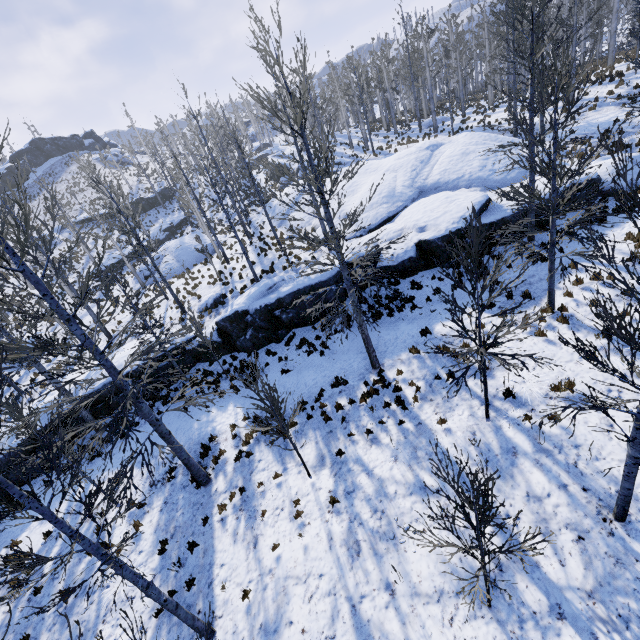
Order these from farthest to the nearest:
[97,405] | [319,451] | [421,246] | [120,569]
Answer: [97,405] < [421,246] < [319,451] < [120,569]

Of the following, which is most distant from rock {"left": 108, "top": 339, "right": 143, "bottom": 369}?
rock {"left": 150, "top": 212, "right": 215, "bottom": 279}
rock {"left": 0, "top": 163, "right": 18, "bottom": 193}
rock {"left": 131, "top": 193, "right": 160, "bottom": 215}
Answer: rock {"left": 0, "top": 163, "right": 18, "bottom": 193}

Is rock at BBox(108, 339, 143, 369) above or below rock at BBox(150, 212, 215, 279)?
below

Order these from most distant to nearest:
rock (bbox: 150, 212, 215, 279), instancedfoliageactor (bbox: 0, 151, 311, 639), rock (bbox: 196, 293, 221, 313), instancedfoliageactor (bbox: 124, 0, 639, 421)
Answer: rock (bbox: 150, 212, 215, 279)
rock (bbox: 196, 293, 221, 313)
instancedfoliageactor (bbox: 124, 0, 639, 421)
instancedfoliageactor (bbox: 0, 151, 311, 639)

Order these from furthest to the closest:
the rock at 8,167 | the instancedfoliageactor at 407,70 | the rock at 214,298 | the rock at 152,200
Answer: the rock at 8,167
the rock at 152,200
the rock at 214,298
the instancedfoliageactor at 407,70

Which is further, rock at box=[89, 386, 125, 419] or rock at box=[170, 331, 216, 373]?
rock at box=[170, 331, 216, 373]

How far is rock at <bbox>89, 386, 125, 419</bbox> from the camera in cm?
1502

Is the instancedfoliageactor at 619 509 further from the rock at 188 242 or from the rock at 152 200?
the rock at 152 200
